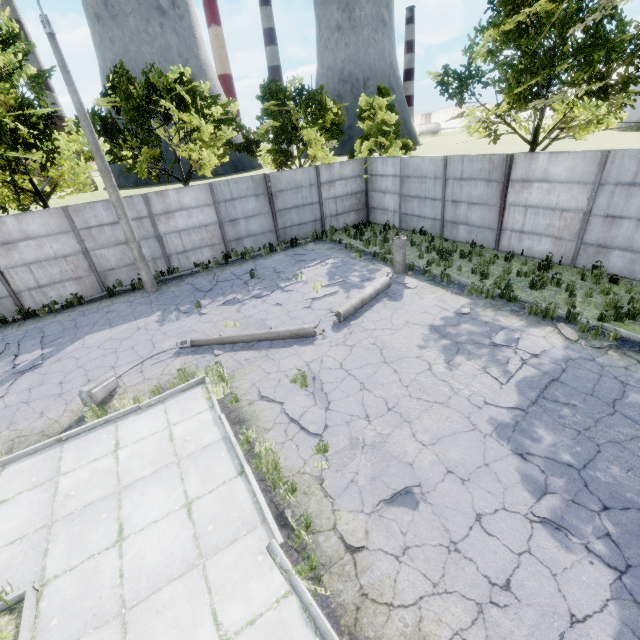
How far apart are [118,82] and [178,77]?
3.0 meters

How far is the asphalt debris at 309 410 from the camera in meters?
6.4

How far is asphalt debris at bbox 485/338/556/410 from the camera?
6.4m

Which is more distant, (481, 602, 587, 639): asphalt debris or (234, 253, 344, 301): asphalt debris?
(234, 253, 344, 301): asphalt debris

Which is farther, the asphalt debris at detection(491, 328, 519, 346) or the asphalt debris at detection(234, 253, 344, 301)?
the asphalt debris at detection(234, 253, 344, 301)

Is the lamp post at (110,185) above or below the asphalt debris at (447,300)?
above

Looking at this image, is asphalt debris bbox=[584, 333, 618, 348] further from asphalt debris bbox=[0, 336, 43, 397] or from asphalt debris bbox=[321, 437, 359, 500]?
asphalt debris bbox=[0, 336, 43, 397]

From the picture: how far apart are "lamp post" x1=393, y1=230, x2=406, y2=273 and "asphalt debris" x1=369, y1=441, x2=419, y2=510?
8.00m
